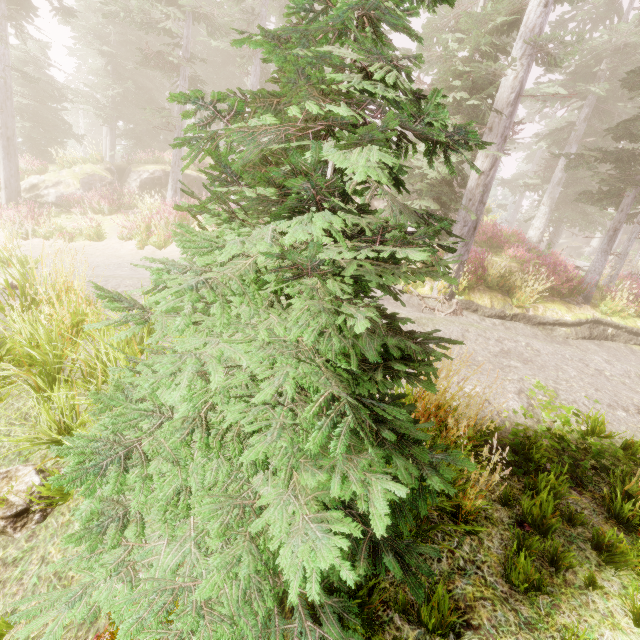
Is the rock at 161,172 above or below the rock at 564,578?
above

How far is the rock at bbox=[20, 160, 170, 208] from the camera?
15.6m

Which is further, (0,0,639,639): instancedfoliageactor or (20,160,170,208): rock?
(20,160,170,208): rock

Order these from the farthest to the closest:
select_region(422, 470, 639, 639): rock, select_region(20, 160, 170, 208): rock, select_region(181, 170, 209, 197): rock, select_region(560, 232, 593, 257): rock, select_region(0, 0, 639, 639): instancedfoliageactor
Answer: select_region(560, 232, 593, 257): rock, select_region(181, 170, 209, 197): rock, select_region(20, 160, 170, 208): rock, select_region(422, 470, 639, 639): rock, select_region(0, 0, 639, 639): instancedfoliageactor

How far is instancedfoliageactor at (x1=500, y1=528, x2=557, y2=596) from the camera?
2.4 meters

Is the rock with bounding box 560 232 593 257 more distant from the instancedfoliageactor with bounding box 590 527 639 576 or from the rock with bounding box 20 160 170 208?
the rock with bounding box 20 160 170 208

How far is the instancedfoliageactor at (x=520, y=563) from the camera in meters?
2.4

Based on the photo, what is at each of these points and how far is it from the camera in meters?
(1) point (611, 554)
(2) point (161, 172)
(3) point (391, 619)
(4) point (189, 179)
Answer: (1) instancedfoliageactor, 2.7
(2) rock, 19.2
(3) rock, 2.4
(4) rock, 20.3
